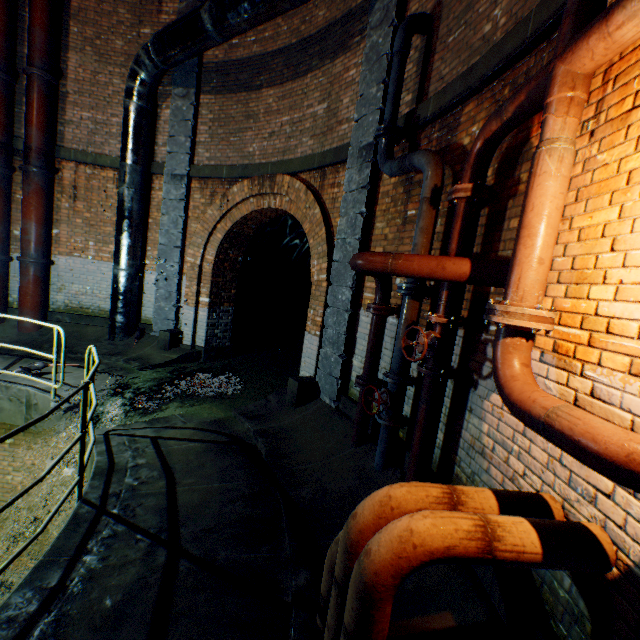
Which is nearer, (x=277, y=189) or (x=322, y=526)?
(x=322, y=526)

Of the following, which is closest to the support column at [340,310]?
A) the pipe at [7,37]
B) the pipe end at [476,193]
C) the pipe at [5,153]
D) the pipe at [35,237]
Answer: the pipe end at [476,193]

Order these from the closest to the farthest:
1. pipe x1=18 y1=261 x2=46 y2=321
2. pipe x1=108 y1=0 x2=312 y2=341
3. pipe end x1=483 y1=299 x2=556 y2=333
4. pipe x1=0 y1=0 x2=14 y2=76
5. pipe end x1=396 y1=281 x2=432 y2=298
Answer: pipe end x1=483 y1=299 x2=556 y2=333
pipe end x1=396 y1=281 x2=432 y2=298
pipe x1=108 y1=0 x2=312 y2=341
pipe x1=0 y1=0 x2=14 y2=76
pipe x1=18 y1=261 x2=46 y2=321

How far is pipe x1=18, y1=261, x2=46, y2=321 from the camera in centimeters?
784cm

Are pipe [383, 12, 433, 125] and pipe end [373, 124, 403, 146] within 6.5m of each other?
yes

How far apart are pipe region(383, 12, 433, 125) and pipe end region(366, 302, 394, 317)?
2.3 meters

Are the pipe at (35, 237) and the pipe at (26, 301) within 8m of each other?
yes

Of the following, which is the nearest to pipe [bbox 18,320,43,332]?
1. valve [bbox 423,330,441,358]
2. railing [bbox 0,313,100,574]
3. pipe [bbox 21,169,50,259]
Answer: pipe [bbox 21,169,50,259]
